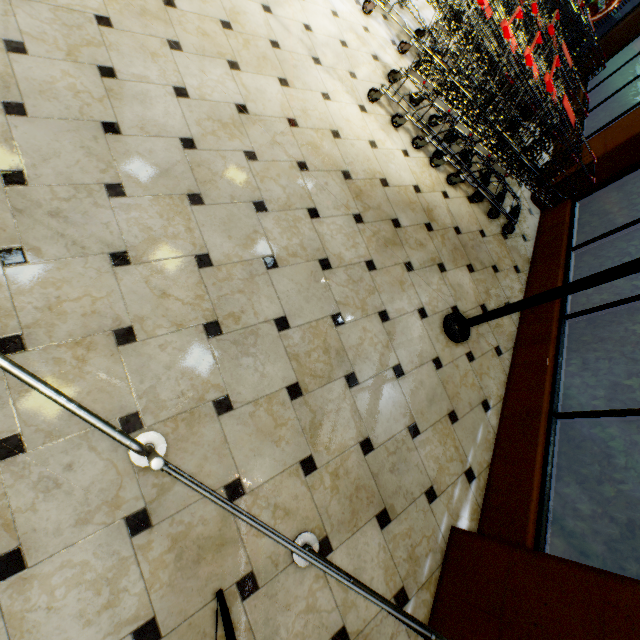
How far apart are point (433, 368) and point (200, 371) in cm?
182

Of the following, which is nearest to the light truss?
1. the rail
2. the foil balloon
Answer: the foil balloon

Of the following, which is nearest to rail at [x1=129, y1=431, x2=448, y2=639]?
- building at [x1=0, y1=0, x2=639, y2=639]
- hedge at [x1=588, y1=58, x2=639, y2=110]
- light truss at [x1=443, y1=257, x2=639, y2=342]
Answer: building at [x1=0, y1=0, x2=639, y2=639]

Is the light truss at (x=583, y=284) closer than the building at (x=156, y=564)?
No

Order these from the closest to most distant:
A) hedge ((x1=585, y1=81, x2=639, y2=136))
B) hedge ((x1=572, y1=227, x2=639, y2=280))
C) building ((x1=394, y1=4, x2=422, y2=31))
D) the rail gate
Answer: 1. the rail gate
2. hedge ((x1=572, y1=227, x2=639, y2=280))
3. building ((x1=394, y1=4, x2=422, y2=31))
4. hedge ((x1=585, y1=81, x2=639, y2=136))

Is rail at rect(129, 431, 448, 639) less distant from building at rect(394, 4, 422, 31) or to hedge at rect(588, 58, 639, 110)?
building at rect(394, 4, 422, 31)

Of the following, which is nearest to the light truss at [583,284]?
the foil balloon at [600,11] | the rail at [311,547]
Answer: the foil balloon at [600,11]
